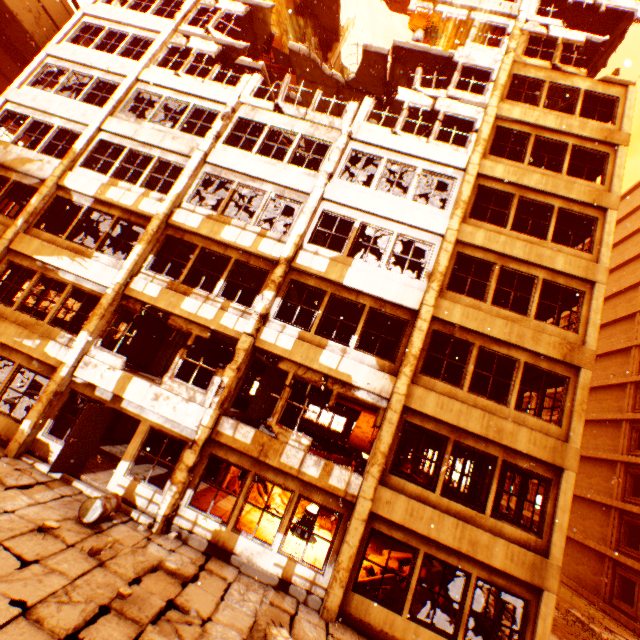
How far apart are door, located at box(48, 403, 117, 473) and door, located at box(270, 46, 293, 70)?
16.3m

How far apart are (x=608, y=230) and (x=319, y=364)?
10.94m

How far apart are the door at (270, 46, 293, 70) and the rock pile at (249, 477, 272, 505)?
20.1m

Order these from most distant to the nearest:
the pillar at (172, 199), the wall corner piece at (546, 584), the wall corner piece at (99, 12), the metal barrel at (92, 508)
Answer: the wall corner piece at (99, 12), the pillar at (172, 199), the wall corner piece at (546, 584), the metal barrel at (92, 508)

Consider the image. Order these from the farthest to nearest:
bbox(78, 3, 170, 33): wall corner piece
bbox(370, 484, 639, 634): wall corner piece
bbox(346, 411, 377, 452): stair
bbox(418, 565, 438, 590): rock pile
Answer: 1. bbox(346, 411, 377, 452): stair
2. bbox(78, 3, 170, 33): wall corner piece
3. bbox(418, 565, 438, 590): rock pile
4. bbox(370, 484, 639, 634): wall corner piece

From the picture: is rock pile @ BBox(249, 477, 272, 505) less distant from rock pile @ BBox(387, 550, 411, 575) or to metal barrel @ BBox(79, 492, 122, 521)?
rock pile @ BBox(387, 550, 411, 575)

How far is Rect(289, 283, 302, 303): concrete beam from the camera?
12.9 meters

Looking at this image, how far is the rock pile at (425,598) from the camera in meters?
9.0
